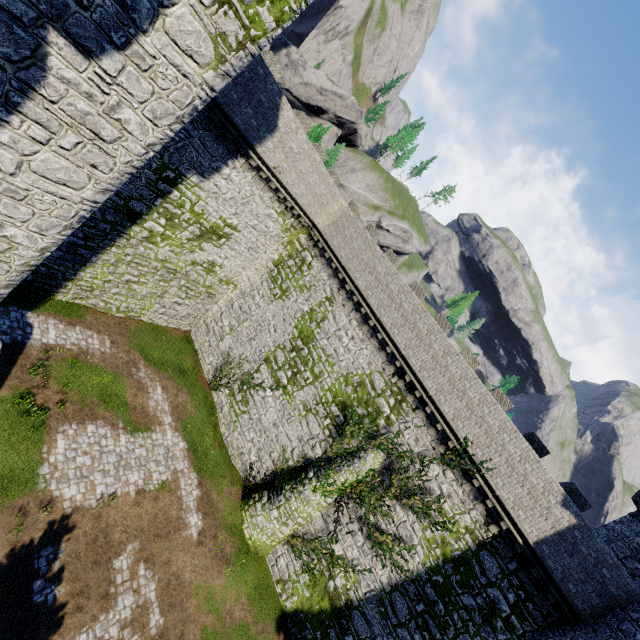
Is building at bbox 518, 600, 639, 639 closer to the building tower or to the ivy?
the ivy

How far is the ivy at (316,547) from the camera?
16.4 meters

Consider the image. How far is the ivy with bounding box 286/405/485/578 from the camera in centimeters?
1642cm

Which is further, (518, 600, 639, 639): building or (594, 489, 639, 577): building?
(594, 489, 639, 577): building

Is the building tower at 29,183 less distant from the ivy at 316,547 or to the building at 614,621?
the ivy at 316,547

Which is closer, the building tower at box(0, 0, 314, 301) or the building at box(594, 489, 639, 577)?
the building tower at box(0, 0, 314, 301)

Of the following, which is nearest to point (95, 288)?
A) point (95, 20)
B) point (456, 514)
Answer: point (95, 20)
